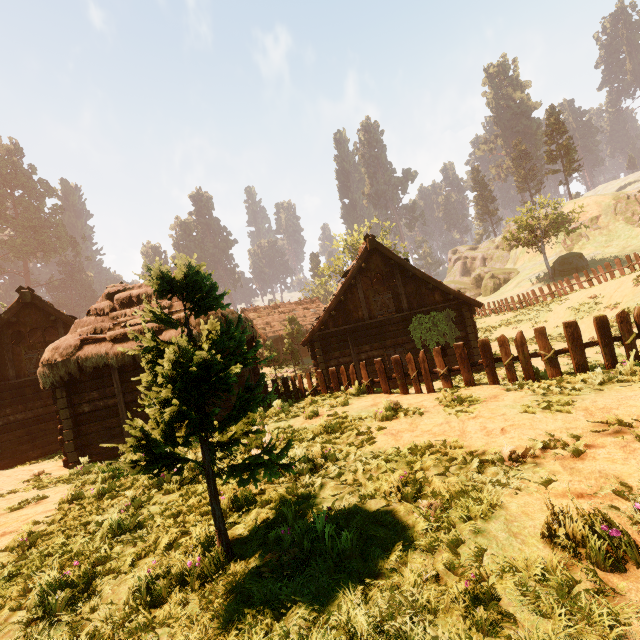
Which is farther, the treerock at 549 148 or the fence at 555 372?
the treerock at 549 148

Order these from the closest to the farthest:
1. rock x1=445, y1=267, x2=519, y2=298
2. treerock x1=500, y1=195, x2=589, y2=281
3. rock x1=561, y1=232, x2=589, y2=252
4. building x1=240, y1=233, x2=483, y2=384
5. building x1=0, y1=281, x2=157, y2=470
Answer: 1. building x1=0, y1=281, x2=157, y2=470
2. building x1=240, y1=233, x2=483, y2=384
3. treerock x1=500, y1=195, x2=589, y2=281
4. rock x1=561, y1=232, x2=589, y2=252
5. rock x1=445, y1=267, x2=519, y2=298

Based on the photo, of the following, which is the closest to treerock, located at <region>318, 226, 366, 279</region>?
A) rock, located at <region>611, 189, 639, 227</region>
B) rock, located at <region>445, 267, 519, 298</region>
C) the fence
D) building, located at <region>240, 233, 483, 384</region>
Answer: building, located at <region>240, 233, 483, 384</region>

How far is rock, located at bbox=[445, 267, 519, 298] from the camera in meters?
52.2

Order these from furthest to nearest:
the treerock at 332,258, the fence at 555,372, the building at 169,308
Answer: the treerock at 332,258, the building at 169,308, the fence at 555,372

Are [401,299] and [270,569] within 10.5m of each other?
no

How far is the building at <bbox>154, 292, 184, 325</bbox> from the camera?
11.5 meters
